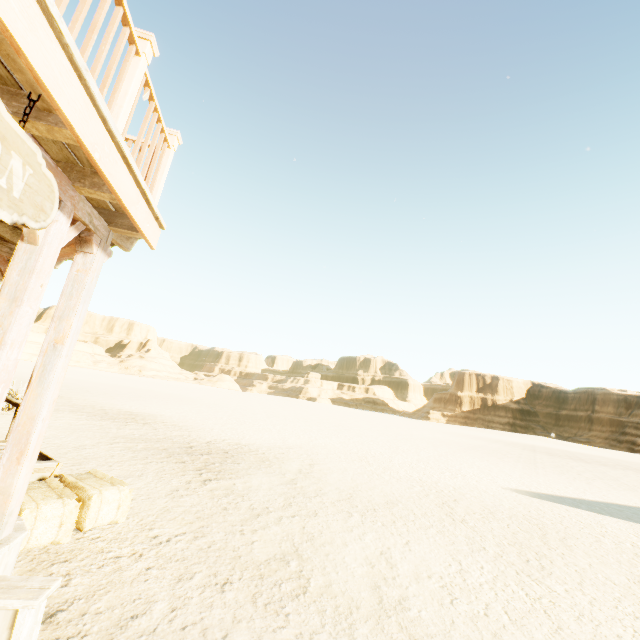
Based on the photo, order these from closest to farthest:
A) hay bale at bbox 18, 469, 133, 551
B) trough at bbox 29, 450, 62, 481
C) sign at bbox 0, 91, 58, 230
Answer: sign at bbox 0, 91, 58, 230, hay bale at bbox 18, 469, 133, 551, trough at bbox 29, 450, 62, 481

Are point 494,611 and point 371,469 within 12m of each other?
yes

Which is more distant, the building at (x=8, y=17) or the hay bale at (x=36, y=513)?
the hay bale at (x=36, y=513)

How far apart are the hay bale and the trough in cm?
22

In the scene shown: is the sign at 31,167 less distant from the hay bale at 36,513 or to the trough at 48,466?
the hay bale at 36,513

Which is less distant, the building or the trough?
the building

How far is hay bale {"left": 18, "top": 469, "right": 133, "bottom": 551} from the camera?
3.20m

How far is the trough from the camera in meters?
4.3
